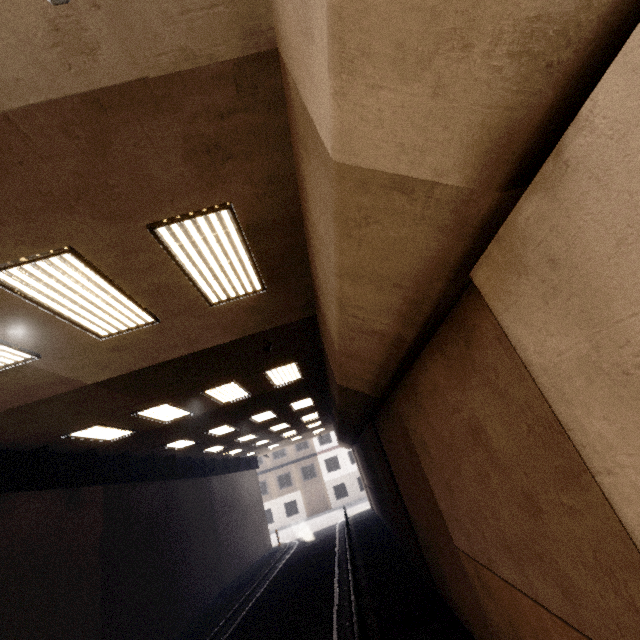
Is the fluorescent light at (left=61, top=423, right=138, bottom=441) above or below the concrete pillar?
above

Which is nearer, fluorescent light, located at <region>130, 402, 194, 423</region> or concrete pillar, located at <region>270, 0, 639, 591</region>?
concrete pillar, located at <region>270, 0, 639, 591</region>

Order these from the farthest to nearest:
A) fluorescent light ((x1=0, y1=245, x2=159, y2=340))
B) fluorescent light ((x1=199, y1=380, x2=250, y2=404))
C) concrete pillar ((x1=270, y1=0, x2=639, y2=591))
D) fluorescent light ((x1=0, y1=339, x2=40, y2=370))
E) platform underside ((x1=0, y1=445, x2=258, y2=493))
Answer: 1. fluorescent light ((x1=199, y1=380, x2=250, y2=404))
2. platform underside ((x1=0, y1=445, x2=258, y2=493))
3. fluorescent light ((x1=0, y1=339, x2=40, y2=370))
4. fluorescent light ((x1=0, y1=245, x2=159, y2=340))
5. concrete pillar ((x1=270, y1=0, x2=639, y2=591))

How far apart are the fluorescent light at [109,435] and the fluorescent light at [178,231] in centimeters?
630cm

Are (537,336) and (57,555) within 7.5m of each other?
no

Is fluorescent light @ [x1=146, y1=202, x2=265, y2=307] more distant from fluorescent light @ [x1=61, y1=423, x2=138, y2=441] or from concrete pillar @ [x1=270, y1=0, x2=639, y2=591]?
fluorescent light @ [x1=61, y1=423, x2=138, y2=441]

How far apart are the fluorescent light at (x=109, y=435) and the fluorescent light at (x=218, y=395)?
2.9m

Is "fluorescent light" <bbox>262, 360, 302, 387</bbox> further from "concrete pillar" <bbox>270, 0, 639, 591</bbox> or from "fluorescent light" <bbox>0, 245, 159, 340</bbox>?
"fluorescent light" <bbox>0, 245, 159, 340</bbox>
